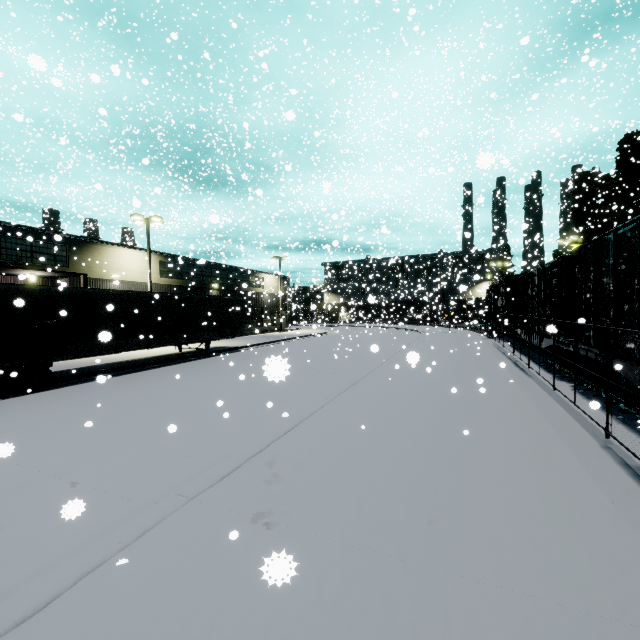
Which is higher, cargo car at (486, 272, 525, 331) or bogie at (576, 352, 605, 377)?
cargo car at (486, 272, 525, 331)

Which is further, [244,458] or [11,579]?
[244,458]

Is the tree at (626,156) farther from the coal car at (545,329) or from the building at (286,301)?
the building at (286,301)

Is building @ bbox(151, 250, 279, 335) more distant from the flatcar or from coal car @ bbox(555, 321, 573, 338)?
the flatcar

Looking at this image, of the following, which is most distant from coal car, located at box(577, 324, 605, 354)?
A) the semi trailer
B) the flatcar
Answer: the semi trailer

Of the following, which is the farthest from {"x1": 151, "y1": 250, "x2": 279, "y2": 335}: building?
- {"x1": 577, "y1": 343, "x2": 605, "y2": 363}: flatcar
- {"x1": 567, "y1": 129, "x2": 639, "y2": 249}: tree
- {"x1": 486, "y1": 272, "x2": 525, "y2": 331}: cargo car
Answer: {"x1": 577, "y1": 343, "x2": 605, "y2": 363}: flatcar

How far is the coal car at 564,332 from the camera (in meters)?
10.98

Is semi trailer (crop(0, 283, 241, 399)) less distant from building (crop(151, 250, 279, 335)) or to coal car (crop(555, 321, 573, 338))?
coal car (crop(555, 321, 573, 338))
